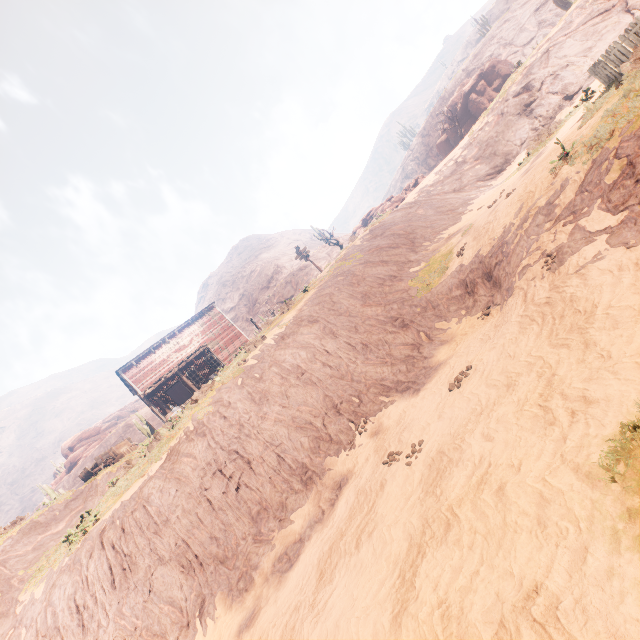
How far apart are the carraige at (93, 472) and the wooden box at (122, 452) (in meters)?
0.04

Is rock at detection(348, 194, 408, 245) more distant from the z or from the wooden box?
the wooden box

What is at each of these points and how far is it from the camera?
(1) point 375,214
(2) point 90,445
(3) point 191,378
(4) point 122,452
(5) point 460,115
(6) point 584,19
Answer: (1) rock, 36.25m
(2) rock, 57.06m
(3) building, 35.94m
(4) wooden box, 20.52m
(5) instancedfoliageactor, 37.41m
(6) z, 22.73m

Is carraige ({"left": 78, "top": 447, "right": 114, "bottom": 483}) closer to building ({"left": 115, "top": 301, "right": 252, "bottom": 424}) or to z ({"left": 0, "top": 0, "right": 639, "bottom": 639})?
z ({"left": 0, "top": 0, "right": 639, "bottom": 639})

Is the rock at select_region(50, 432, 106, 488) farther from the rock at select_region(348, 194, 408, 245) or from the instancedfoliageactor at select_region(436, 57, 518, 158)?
the rock at select_region(348, 194, 408, 245)

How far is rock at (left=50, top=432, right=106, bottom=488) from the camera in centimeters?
5497cm

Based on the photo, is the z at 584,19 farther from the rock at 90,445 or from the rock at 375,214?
the rock at 375,214

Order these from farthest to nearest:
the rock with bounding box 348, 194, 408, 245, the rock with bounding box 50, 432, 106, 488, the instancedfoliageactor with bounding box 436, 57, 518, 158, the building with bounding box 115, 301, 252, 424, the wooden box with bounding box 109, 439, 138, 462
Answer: the rock with bounding box 50, 432, 106, 488, the instancedfoliageactor with bounding box 436, 57, 518, 158, the building with bounding box 115, 301, 252, 424, the rock with bounding box 348, 194, 408, 245, the wooden box with bounding box 109, 439, 138, 462
